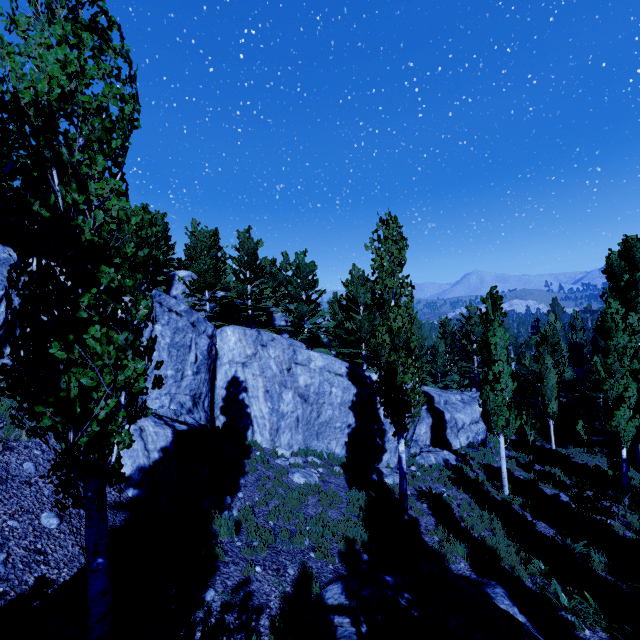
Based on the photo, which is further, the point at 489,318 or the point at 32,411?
the point at 489,318

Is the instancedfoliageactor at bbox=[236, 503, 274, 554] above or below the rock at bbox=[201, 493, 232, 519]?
below

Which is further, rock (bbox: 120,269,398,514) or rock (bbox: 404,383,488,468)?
rock (bbox: 404,383,488,468)

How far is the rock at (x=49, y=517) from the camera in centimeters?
566cm

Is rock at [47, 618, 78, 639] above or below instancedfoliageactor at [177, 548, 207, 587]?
above

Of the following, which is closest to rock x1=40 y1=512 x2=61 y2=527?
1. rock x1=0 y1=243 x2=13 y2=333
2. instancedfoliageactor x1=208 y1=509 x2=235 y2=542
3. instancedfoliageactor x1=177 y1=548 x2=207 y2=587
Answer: rock x1=0 y1=243 x2=13 y2=333

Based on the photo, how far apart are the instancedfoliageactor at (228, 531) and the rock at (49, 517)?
3.08m

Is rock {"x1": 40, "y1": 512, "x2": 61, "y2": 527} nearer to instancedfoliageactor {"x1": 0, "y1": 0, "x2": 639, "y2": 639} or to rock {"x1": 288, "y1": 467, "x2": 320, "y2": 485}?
rock {"x1": 288, "y1": 467, "x2": 320, "y2": 485}
